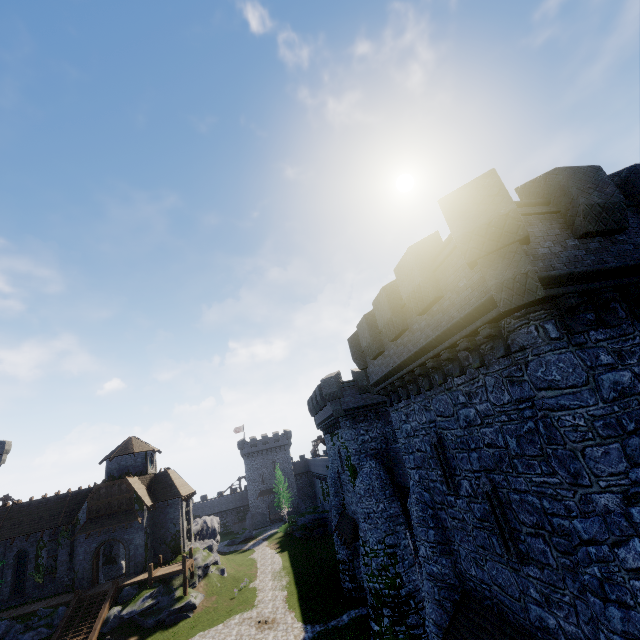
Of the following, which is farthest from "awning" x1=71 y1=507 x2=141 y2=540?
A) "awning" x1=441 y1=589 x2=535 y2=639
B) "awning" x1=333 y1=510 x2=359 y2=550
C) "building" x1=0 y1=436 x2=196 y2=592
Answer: "awning" x1=441 y1=589 x2=535 y2=639

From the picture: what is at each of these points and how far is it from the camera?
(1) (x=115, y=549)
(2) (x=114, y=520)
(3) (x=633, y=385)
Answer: (1) building, 38.6m
(2) awning, 32.7m
(3) building, 6.8m

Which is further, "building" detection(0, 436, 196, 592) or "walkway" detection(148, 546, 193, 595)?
"building" detection(0, 436, 196, 592)

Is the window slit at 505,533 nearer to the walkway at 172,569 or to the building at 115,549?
the walkway at 172,569

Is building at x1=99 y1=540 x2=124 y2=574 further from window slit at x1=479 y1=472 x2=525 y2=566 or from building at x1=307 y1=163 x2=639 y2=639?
window slit at x1=479 y1=472 x2=525 y2=566

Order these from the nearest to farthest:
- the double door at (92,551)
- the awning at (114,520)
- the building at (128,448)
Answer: the double door at (92,551)
the awning at (114,520)
the building at (128,448)

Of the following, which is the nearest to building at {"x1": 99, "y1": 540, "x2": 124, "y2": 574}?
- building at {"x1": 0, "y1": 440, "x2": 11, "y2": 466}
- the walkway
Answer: the walkway

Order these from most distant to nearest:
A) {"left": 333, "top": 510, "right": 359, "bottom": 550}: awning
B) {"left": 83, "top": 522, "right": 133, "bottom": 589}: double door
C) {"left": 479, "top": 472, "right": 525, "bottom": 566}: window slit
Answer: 1. {"left": 83, "top": 522, "right": 133, "bottom": 589}: double door
2. {"left": 333, "top": 510, "right": 359, "bottom": 550}: awning
3. {"left": 479, "top": 472, "right": 525, "bottom": 566}: window slit
